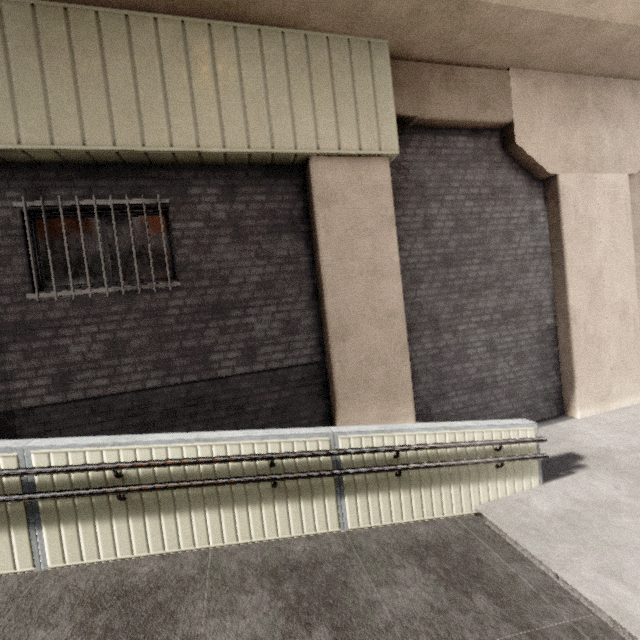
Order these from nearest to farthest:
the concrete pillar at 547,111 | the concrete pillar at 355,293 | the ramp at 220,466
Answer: the ramp at 220,466, the concrete pillar at 355,293, the concrete pillar at 547,111

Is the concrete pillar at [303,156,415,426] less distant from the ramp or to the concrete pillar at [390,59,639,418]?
the concrete pillar at [390,59,639,418]

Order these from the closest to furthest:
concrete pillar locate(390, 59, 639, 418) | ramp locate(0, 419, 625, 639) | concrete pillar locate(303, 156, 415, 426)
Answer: ramp locate(0, 419, 625, 639), concrete pillar locate(303, 156, 415, 426), concrete pillar locate(390, 59, 639, 418)

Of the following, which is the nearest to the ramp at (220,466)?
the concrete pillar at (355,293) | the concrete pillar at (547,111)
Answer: the concrete pillar at (355,293)

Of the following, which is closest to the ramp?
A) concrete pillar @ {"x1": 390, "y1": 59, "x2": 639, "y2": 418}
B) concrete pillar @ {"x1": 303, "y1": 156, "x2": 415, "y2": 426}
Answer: concrete pillar @ {"x1": 303, "y1": 156, "x2": 415, "y2": 426}

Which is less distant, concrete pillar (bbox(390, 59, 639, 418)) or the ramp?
the ramp

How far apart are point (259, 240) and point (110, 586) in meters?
4.3
